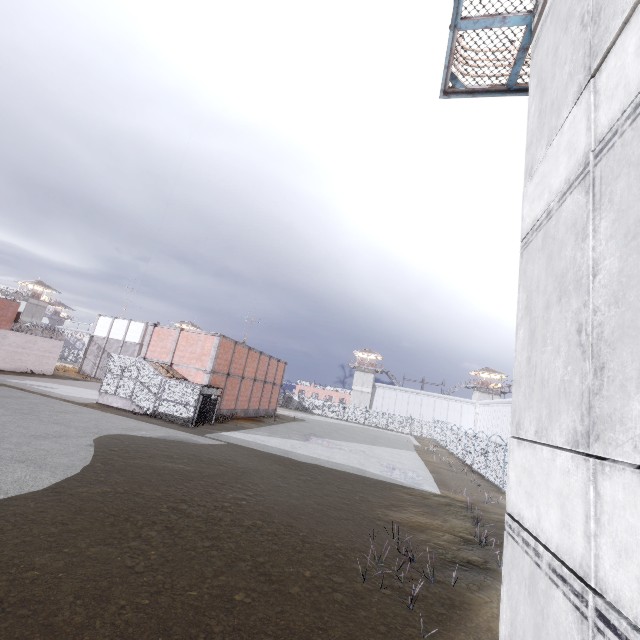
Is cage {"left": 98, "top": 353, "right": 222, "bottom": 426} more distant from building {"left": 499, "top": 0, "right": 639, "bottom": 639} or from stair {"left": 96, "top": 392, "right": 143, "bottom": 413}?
building {"left": 499, "top": 0, "right": 639, "bottom": 639}

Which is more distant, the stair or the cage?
the stair

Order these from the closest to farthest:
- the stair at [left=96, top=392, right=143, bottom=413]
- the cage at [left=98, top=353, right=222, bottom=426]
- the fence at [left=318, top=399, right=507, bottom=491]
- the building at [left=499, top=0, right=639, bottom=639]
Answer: the building at [left=499, top=0, right=639, bottom=639] < the fence at [left=318, top=399, right=507, bottom=491] < the cage at [left=98, top=353, right=222, bottom=426] < the stair at [left=96, top=392, right=143, bottom=413]

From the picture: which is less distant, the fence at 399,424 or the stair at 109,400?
the fence at 399,424

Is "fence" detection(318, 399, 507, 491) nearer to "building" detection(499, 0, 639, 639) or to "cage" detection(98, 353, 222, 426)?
"building" detection(499, 0, 639, 639)

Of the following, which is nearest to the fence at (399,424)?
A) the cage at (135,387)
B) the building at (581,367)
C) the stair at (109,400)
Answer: the building at (581,367)

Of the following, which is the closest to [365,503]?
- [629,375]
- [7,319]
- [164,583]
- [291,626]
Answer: [291,626]
